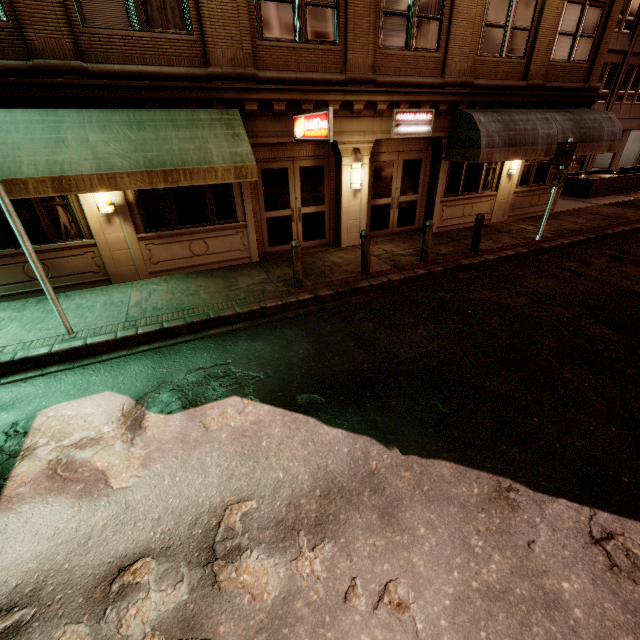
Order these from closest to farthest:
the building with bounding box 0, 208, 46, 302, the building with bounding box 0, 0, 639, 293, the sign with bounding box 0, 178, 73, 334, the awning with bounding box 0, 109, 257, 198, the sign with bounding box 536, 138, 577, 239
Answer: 1. the sign with bounding box 0, 178, 73, 334
2. the awning with bounding box 0, 109, 257, 198
3. the building with bounding box 0, 0, 639, 293
4. the building with bounding box 0, 208, 46, 302
5. the sign with bounding box 536, 138, 577, 239

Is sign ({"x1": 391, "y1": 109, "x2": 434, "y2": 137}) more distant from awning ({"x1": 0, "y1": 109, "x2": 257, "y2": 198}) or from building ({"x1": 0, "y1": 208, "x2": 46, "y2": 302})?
awning ({"x1": 0, "y1": 109, "x2": 257, "y2": 198})

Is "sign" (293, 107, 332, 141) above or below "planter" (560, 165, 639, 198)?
A: above

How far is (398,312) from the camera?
7.3m

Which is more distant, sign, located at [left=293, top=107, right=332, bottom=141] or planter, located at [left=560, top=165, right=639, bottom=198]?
planter, located at [left=560, top=165, right=639, bottom=198]

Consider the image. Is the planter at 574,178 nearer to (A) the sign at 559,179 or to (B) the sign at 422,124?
(A) the sign at 559,179

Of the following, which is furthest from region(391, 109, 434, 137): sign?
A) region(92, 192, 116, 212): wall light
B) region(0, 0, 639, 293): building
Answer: region(92, 192, 116, 212): wall light

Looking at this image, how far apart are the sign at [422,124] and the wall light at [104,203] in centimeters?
803cm
